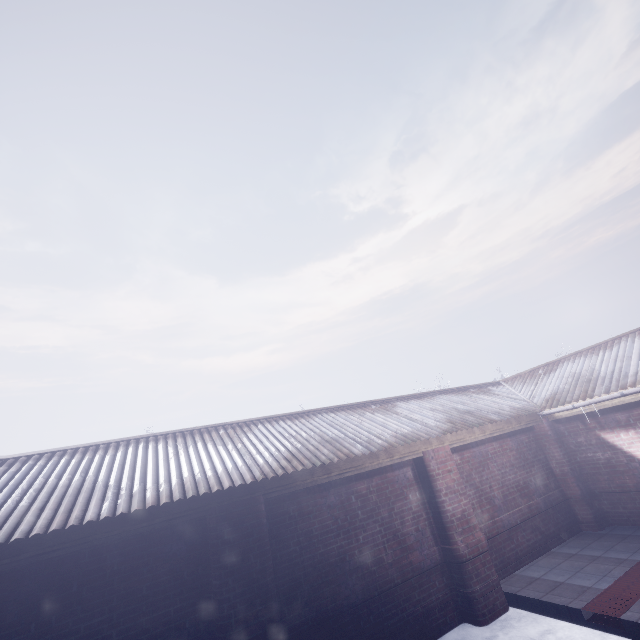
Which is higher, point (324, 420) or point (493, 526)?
point (324, 420)
